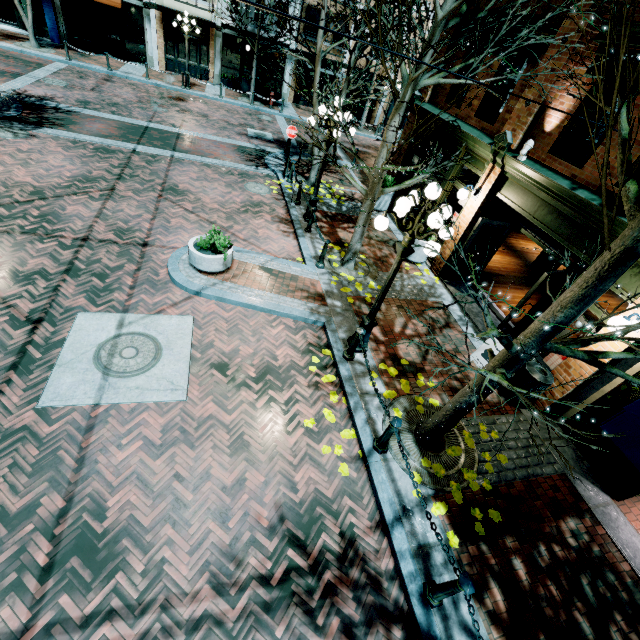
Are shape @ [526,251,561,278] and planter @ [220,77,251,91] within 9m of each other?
no

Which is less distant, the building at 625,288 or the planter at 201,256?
the building at 625,288

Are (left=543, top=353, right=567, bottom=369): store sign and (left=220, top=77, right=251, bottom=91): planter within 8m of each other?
no

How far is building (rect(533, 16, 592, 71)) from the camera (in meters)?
6.53

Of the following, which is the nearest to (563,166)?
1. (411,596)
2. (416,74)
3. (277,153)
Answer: (416,74)

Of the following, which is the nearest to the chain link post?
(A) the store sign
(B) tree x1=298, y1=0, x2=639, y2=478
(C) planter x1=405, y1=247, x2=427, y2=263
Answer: (B) tree x1=298, y1=0, x2=639, y2=478

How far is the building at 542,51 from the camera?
6.9m

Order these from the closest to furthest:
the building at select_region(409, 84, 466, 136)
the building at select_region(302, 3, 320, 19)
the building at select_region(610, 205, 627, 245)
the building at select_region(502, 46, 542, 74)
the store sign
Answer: the building at select_region(610, 205, 627, 245), the store sign, the building at select_region(502, 46, 542, 74), the building at select_region(409, 84, 466, 136), the building at select_region(302, 3, 320, 19)
